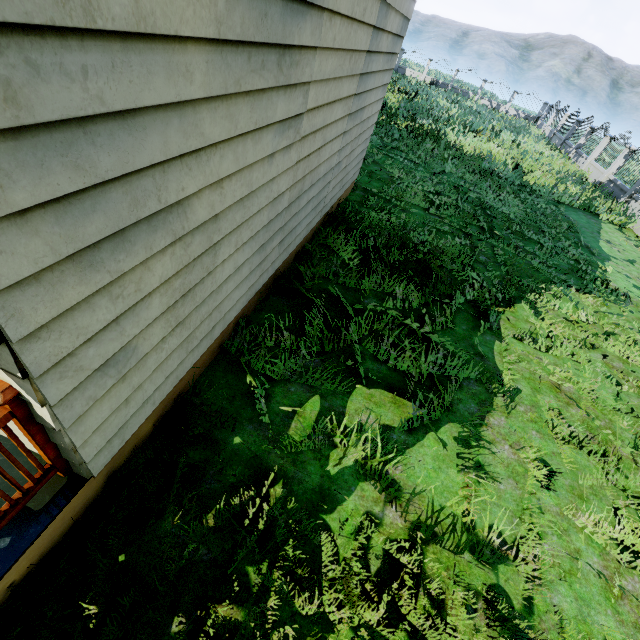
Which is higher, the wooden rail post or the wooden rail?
the wooden rail post

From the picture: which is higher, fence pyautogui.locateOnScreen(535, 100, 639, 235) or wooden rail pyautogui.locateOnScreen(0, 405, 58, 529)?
fence pyautogui.locateOnScreen(535, 100, 639, 235)

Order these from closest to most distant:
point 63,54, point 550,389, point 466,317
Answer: point 63,54, point 550,389, point 466,317

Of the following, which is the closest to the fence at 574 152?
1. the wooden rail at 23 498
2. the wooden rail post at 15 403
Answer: the wooden rail at 23 498

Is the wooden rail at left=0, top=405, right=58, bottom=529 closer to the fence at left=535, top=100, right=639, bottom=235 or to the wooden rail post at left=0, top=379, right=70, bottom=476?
the wooden rail post at left=0, top=379, right=70, bottom=476

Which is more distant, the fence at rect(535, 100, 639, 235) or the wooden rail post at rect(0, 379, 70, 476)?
the fence at rect(535, 100, 639, 235)

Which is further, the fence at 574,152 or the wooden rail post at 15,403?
the fence at 574,152
